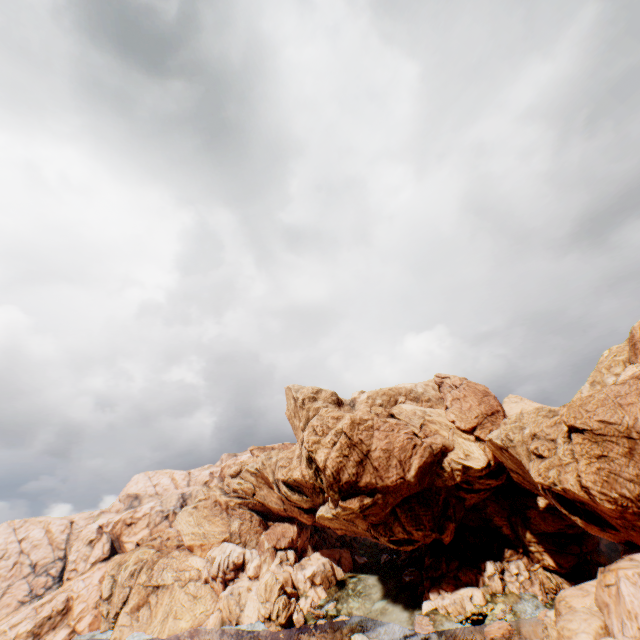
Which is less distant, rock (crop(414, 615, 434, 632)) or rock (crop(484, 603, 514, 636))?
rock (crop(484, 603, 514, 636))

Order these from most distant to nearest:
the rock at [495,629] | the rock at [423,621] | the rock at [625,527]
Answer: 1. the rock at [423,621]
2. the rock at [495,629]
3. the rock at [625,527]

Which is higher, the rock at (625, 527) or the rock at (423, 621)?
the rock at (625, 527)

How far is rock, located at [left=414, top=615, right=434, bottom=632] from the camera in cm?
5048

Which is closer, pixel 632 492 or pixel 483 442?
pixel 632 492

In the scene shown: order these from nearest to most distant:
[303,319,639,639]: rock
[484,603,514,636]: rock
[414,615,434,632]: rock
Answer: [303,319,639,639]: rock
[484,603,514,636]: rock
[414,615,434,632]: rock
